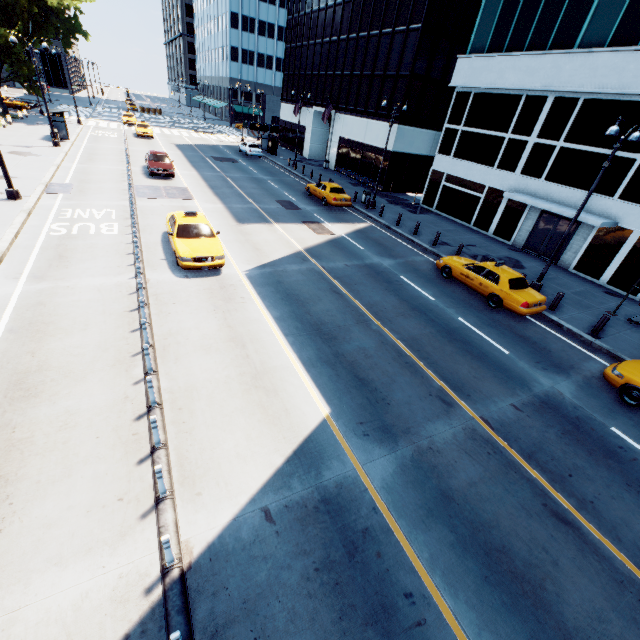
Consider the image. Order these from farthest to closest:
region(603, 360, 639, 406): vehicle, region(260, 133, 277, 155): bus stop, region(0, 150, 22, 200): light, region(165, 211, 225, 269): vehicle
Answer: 1. region(260, 133, 277, 155): bus stop
2. region(0, 150, 22, 200): light
3. region(165, 211, 225, 269): vehicle
4. region(603, 360, 639, 406): vehicle

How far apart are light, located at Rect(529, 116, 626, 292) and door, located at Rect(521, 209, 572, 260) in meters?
6.4 m

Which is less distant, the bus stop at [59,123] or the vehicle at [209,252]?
the vehicle at [209,252]

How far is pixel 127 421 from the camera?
7.0m

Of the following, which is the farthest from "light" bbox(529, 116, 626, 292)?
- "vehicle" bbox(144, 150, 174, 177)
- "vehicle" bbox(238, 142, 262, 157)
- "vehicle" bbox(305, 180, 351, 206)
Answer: "vehicle" bbox(238, 142, 262, 157)

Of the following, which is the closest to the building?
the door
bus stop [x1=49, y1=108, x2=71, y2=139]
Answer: the door

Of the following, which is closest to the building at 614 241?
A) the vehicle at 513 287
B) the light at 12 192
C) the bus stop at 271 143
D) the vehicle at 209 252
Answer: the vehicle at 513 287

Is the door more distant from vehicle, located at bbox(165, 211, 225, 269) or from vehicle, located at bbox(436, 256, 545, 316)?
vehicle, located at bbox(165, 211, 225, 269)
